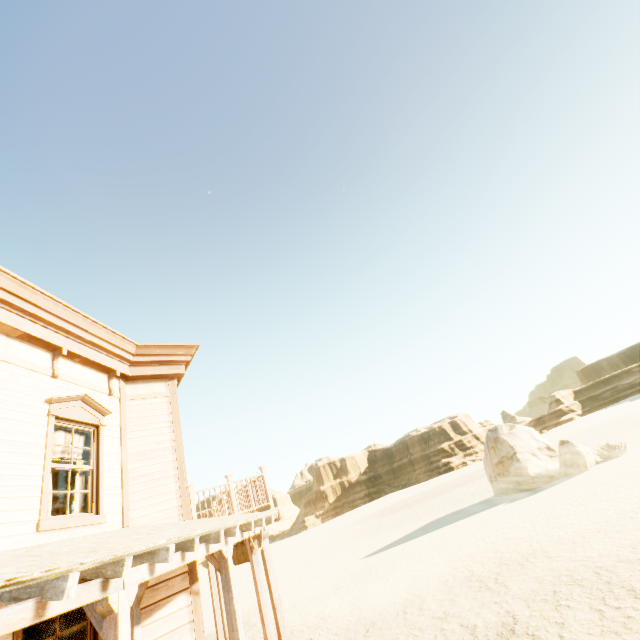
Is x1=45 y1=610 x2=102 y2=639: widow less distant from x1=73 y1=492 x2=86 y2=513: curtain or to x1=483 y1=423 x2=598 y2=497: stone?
x1=73 y1=492 x2=86 y2=513: curtain

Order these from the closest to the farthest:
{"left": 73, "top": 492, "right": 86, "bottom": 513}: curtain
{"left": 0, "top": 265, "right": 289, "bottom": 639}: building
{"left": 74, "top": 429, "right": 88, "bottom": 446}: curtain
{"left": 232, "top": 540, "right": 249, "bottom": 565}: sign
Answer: {"left": 0, "top": 265, "right": 289, "bottom": 639}: building
{"left": 73, "top": 492, "right": 86, "bottom": 513}: curtain
{"left": 74, "top": 429, "right": 88, "bottom": 446}: curtain
{"left": 232, "top": 540, "right": 249, "bottom": 565}: sign

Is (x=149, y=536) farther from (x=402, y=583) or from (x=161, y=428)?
(x=402, y=583)

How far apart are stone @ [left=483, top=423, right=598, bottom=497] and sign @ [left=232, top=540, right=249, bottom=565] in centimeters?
Answer: 1755cm

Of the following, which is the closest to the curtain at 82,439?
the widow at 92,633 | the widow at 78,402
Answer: the widow at 78,402

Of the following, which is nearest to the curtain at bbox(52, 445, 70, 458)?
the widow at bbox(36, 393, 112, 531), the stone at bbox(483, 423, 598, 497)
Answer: the widow at bbox(36, 393, 112, 531)

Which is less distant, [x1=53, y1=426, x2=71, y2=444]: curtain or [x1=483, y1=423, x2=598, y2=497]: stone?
[x1=53, y1=426, x2=71, y2=444]: curtain

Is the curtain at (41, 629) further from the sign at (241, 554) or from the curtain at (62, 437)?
the sign at (241, 554)
